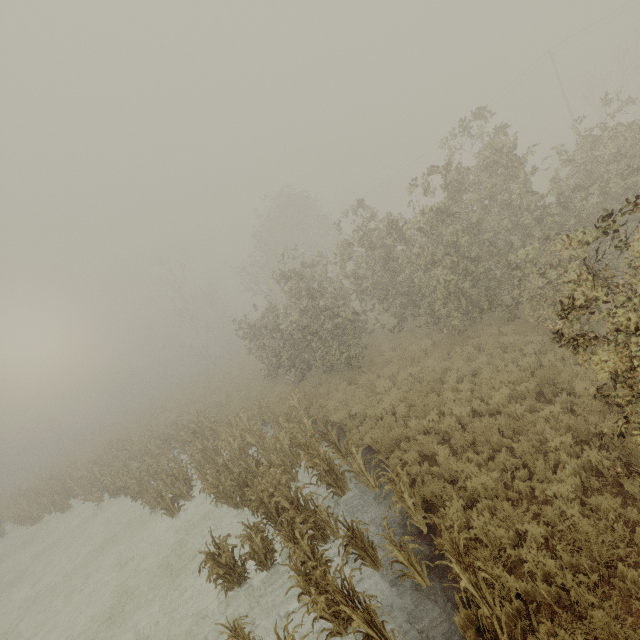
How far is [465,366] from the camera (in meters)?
10.90

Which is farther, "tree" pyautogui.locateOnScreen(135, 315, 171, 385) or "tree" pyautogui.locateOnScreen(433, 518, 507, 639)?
"tree" pyautogui.locateOnScreen(135, 315, 171, 385)

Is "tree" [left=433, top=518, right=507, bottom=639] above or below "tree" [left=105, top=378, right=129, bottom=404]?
below

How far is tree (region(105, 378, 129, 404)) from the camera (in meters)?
56.78

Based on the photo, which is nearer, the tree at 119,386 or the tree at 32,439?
the tree at 32,439

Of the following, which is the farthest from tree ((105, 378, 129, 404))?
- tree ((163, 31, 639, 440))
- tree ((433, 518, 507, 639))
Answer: tree ((433, 518, 507, 639))

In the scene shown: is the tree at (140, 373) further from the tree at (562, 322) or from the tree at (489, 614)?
the tree at (489, 614)

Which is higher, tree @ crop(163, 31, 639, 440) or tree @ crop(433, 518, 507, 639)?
tree @ crop(163, 31, 639, 440)
